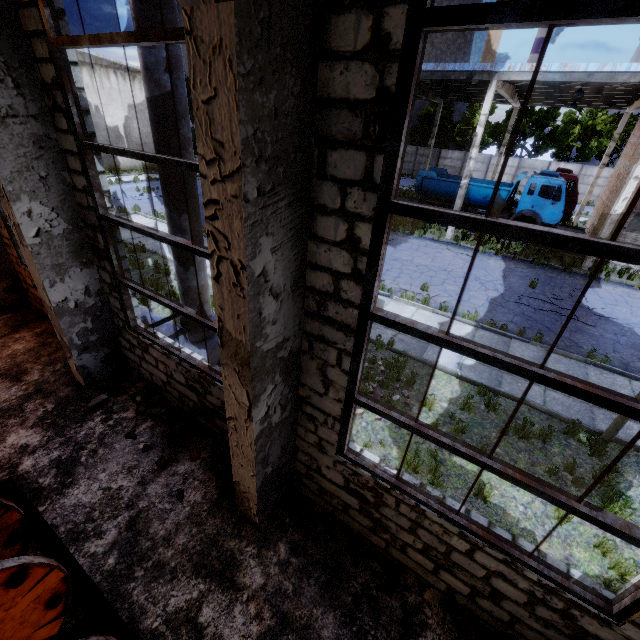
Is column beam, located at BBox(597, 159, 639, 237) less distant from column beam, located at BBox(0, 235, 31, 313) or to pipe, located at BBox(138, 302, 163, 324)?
pipe, located at BBox(138, 302, 163, 324)

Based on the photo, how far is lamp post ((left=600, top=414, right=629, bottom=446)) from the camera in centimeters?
617cm

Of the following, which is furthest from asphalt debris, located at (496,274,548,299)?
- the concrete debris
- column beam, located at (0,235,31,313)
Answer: column beam, located at (0,235,31,313)

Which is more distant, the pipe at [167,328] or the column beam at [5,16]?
the pipe at [167,328]

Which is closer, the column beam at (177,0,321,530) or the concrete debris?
the column beam at (177,0,321,530)

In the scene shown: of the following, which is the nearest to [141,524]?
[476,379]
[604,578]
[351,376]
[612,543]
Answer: [351,376]

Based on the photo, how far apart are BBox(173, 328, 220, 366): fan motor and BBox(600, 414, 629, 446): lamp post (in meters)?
7.21

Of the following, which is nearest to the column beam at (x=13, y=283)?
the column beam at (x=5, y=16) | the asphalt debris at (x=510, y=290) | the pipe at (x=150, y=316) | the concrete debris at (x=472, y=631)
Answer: the pipe at (x=150, y=316)
